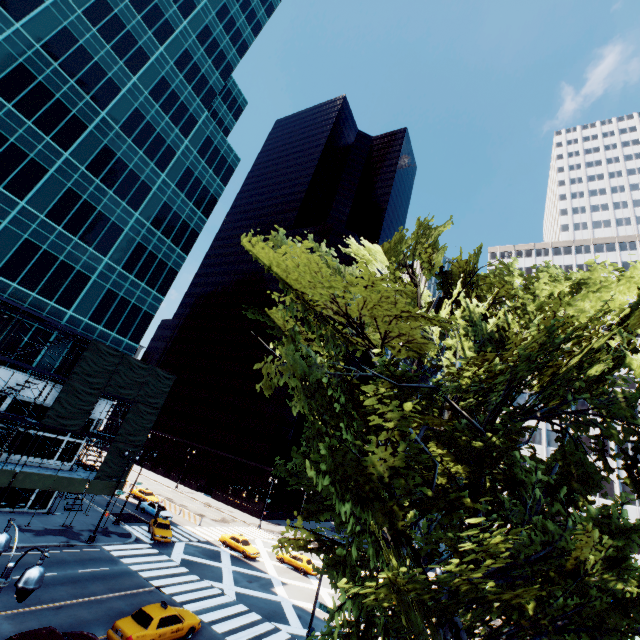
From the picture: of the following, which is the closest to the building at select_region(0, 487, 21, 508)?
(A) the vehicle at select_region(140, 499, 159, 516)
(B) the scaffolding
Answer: (B) the scaffolding

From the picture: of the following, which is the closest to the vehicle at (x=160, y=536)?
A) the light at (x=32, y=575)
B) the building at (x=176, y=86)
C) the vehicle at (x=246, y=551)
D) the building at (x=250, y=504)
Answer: the vehicle at (x=246, y=551)

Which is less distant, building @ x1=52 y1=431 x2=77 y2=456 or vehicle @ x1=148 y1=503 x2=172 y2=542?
building @ x1=52 y1=431 x2=77 y2=456

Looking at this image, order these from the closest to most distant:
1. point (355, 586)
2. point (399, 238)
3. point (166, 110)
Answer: point (355, 586) < point (399, 238) < point (166, 110)

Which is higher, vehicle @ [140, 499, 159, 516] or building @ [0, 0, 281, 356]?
building @ [0, 0, 281, 356]

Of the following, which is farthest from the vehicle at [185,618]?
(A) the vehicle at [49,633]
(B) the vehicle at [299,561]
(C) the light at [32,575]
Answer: (B) the vehicle at [299,561]

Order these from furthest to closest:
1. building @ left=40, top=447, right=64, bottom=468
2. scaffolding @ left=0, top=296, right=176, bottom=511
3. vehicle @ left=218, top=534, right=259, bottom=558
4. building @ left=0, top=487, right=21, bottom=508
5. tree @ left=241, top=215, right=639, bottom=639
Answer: vehicle @ left=218, top=534, right=259, bottom=558, building @ left=40, top=447, right=64, bottom=468, building @ left=0, top=487, right=21, bottom=508, scaffolding @ left=0, top=296, right=176, bottom=511, tree @ left=241, top=215, right=639, bottom=639

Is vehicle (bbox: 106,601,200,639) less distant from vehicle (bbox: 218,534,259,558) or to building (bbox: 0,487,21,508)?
vehicle (bbox: 218,534,259,558)
